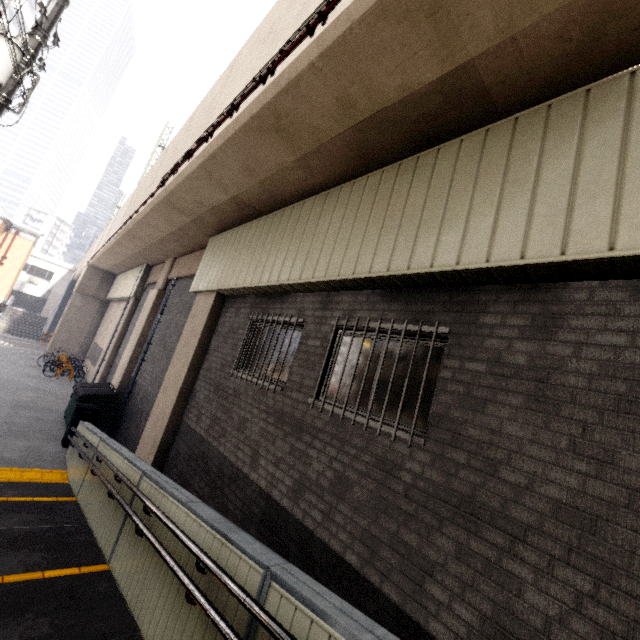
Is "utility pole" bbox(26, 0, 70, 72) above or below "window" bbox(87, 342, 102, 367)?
above

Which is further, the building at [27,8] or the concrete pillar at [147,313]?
the building at [27,8]

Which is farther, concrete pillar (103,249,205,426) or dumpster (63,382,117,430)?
concrete pillar (103,249,205,426)

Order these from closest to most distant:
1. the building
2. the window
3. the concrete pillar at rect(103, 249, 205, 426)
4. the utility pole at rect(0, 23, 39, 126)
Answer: the utility pole at rect(0, 23, 39, 126) < the concrete pillar at rect(103, 249, 205, 426) < the window < the building

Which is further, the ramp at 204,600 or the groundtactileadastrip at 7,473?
the groundtactileadastrip at 7,473

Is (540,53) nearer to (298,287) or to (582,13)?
(582,13)

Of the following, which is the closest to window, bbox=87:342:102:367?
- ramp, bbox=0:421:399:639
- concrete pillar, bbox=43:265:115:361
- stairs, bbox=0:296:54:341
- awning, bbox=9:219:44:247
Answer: concrete pillar, bbox=43:265:115:361

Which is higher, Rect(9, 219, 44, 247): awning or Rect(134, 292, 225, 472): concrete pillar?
Rect(9, 219, 44, 247): awning
